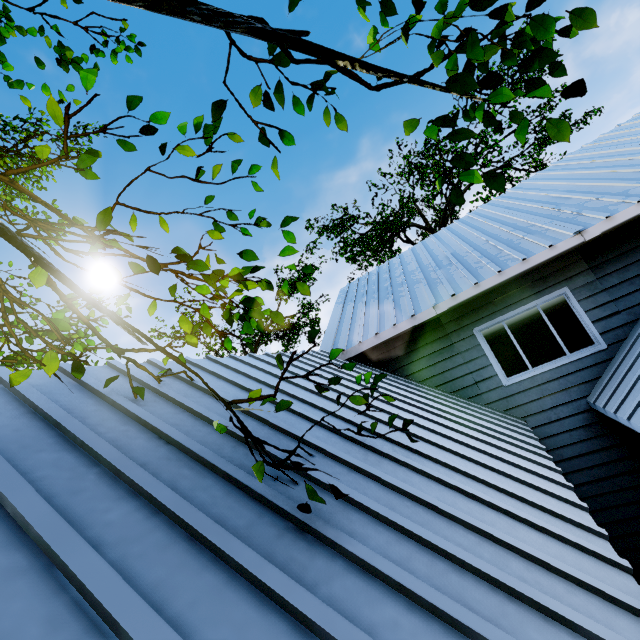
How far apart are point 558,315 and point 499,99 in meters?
6.1 m

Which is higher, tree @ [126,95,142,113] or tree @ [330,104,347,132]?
tree @ [126,95,142,113]

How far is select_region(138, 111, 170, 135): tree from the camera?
2.38m

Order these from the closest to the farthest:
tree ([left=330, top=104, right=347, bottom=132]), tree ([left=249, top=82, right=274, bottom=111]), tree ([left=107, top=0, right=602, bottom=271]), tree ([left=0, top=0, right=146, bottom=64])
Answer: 1. tree ([left=107, top=0, right=602, bottom=271])
2. tree ([left=249, top=82, right=274, bottom=111])
3. tree ([left=330, top=104, right=347, bottom=132])
4. tree ([left=0, top=0, right=146, bottom=64])

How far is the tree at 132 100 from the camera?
2.2m
